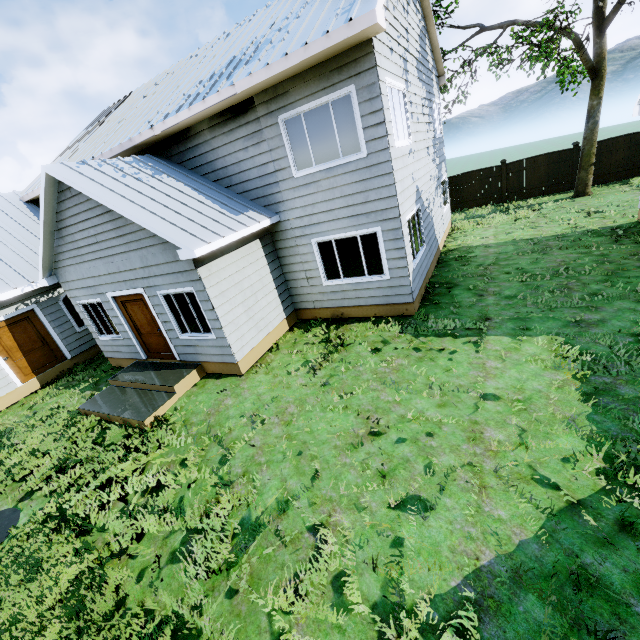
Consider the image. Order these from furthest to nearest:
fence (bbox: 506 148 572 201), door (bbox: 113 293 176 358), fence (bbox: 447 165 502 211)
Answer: fence (bbox: 447 165 502 211)
fence (bbox: 506 148 572 201)
door (bbox: 113 293 176 358)

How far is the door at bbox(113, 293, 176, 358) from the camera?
8.7 meters

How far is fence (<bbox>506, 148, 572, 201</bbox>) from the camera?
16.3 meters

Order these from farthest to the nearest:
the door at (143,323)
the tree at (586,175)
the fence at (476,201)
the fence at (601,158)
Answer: the fence at (476,201)
the fence at (601,158)
the tree at (586,175)
the door at (143,323)

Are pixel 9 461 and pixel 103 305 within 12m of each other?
yes

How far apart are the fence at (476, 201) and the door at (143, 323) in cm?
1741

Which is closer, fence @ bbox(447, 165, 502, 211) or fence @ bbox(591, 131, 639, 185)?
fence @ bbox(591, 131, 639, 185)

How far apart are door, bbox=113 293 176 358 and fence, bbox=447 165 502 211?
17.4m
